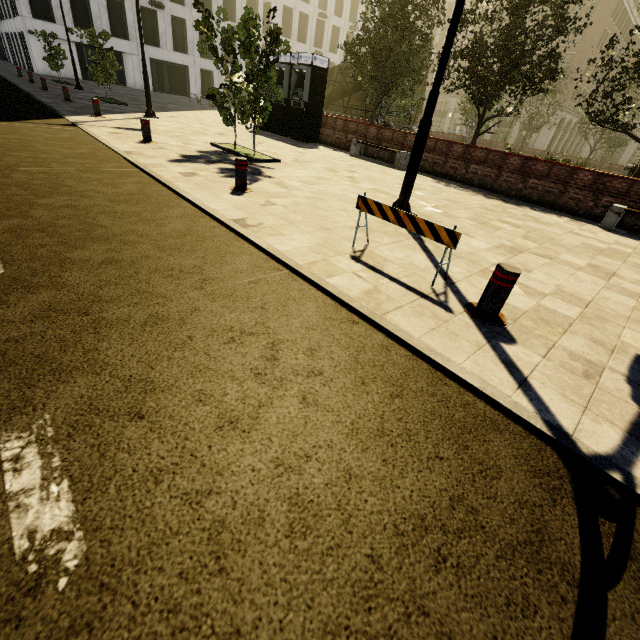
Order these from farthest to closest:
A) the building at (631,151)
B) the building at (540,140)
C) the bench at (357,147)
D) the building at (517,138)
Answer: the building at (517,138) → the building at (540,140) → the building at (631,151) → the bench at (357,147)

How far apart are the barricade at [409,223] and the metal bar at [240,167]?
2.80m

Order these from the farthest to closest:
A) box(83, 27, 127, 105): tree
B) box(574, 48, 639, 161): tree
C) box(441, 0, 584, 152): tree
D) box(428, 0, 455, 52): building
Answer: box(428, 0, 455, 52): building → box(83, 27, 127, 105): tree → box(441, 0, 584, 152): tree → box(574, 48, 639, 161): tree

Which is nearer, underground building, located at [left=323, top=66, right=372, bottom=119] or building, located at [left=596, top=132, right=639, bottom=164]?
underground building, located at [left=323, top=66, right=372, bottom=119]

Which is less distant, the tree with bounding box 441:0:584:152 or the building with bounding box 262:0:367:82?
the tree with bounding box 441:0:584:152

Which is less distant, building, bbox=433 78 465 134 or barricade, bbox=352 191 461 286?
barricade, bbox=352 191 461 286

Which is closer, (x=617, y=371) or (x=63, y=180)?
(x=617, y=371)

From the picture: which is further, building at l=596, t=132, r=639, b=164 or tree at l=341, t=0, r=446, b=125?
building at l=596, t=132, r=639, b=164
